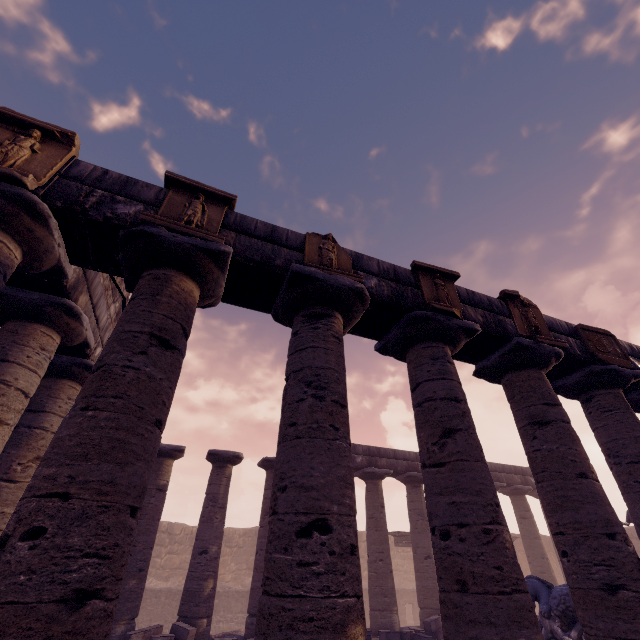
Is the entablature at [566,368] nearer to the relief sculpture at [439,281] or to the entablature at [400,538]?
the relief sculpture at [439,281]

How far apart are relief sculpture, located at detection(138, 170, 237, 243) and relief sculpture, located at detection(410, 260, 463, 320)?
3.32m

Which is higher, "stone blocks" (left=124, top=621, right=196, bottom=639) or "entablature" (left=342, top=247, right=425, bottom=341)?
"entablature" (left=342, top=247, right=425, bottom=341)

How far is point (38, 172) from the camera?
4.04m

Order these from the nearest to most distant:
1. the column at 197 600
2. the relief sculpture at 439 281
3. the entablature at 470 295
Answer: the relief sculpture at 439 281
the entablature at 470 295
the column at 197 600

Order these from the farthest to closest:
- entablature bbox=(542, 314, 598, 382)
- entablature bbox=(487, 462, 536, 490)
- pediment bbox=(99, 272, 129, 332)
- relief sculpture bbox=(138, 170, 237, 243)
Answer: entablature bbox=(487, 462, 536, 490), pediment bbox=(99, 272, 129, 332), entablature bbox=(542, 314, 598, 382), relief sculpture bbox=(138, 170, 237, 243)

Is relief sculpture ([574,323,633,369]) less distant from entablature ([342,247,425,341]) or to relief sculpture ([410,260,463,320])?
entablature ([342,247,425,341])

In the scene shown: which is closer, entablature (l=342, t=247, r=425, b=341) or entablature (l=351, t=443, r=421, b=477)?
entablature (l=342, t=247, r=425, b=341)
